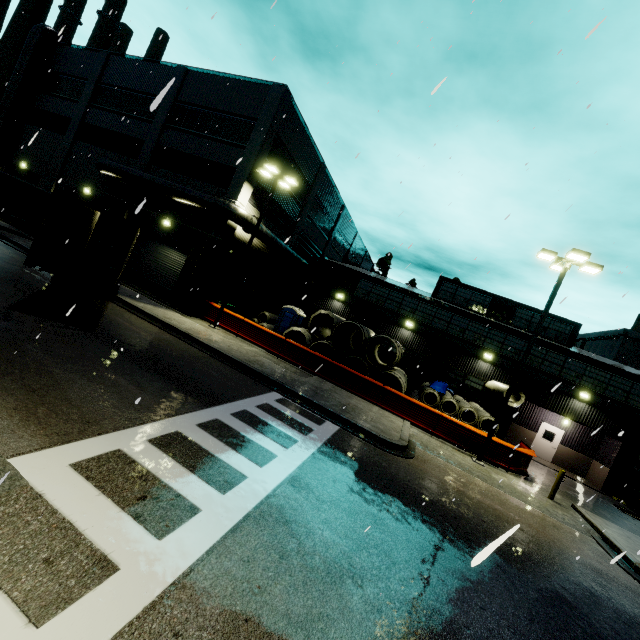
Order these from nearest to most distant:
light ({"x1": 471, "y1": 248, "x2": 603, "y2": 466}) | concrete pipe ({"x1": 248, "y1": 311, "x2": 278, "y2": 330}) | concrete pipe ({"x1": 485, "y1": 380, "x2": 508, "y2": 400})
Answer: light ({"x1": 471, "y1": 248, "x2": 603, "y2": 466}) → concrete pipe ({"x1": 485, "y1": 380, "x2": 508, "y2": 400}) → concrete pipe ({"x1": 248, "y1": 311, "x2": 278, "y2": 330})

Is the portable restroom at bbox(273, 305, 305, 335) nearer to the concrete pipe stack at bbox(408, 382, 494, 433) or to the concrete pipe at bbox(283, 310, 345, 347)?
the concrete pipe at bbox(283, 310, 345, 347)

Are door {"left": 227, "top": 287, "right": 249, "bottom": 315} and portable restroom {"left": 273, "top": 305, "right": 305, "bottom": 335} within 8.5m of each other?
yes

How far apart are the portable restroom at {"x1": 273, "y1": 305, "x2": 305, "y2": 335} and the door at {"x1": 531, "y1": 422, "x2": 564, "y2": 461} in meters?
19.1

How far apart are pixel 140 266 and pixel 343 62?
17.6 meters

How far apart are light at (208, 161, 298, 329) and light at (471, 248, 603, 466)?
12.08m

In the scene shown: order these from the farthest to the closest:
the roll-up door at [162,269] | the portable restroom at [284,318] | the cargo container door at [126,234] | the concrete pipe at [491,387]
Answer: the portable restroom at [284,318], the roll-up door at [162,269], the concrete pipe at [491,387], the cargo container door at [126,234]

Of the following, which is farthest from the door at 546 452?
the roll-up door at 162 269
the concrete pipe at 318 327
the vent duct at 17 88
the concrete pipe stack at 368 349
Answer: the roll-up door at 162 269
